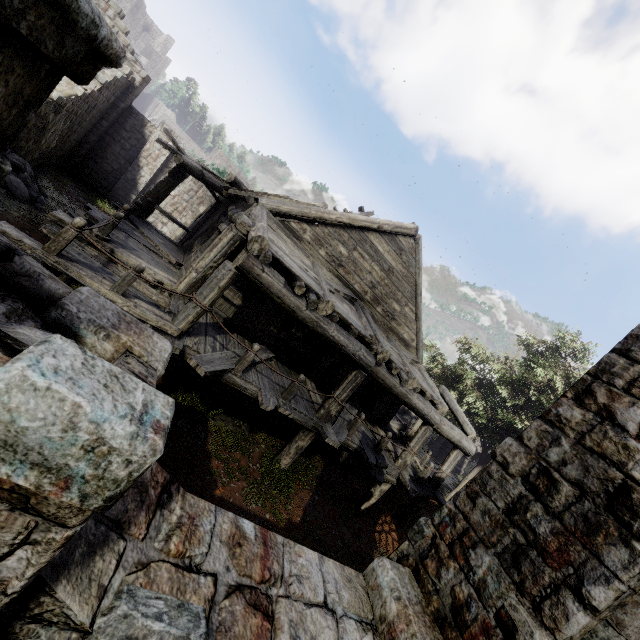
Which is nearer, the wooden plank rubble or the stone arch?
the stone arch

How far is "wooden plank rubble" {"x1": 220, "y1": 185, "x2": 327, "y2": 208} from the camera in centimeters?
861cm

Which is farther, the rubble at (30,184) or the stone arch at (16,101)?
the rubble at (30,184)

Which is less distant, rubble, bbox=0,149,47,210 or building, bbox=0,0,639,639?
building, bbox=0,0,639,639

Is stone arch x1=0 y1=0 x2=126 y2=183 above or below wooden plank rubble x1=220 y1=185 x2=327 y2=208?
below

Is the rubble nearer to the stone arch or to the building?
the building

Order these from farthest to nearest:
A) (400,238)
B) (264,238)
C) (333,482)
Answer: (333,482), (400,238), (264,238)

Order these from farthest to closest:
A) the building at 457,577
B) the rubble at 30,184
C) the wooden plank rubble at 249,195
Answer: the rubble at 30,184 < the wooden plank rubble at 249,195 < the building at 457,577
